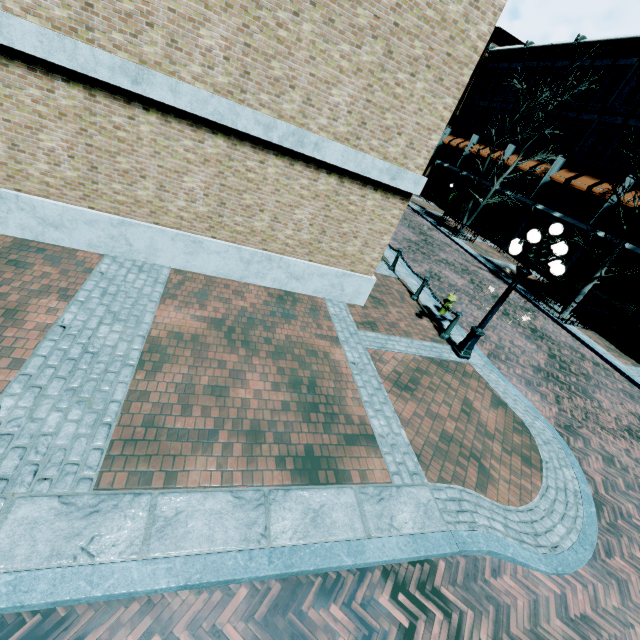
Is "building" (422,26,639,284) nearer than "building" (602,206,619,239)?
No

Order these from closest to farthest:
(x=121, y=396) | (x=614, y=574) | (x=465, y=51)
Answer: (x=121, y=396) < (x=614, y=574) < (x=465, y=51)

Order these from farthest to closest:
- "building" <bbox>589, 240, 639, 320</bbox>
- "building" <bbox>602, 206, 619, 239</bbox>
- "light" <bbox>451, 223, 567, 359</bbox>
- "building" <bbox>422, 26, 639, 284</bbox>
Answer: "building" <bbox>422, 26, 639, 284</bbox>, "building" <bbox>602, 206, 619, 239</bbox>, "building" <bbox>589, 240, 639, 320</bbox>, "light" <bbox>451, 223, 567, 359</bbox>

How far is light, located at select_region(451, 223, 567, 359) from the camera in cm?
655

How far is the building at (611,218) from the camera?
18.6 meters

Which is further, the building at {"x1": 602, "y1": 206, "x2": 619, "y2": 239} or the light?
the building at {"x1": 602, "y1": 206, "x2": 619, "y2": 239}

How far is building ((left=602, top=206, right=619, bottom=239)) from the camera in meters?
18.6 m

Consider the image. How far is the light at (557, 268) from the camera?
6.5 meters
